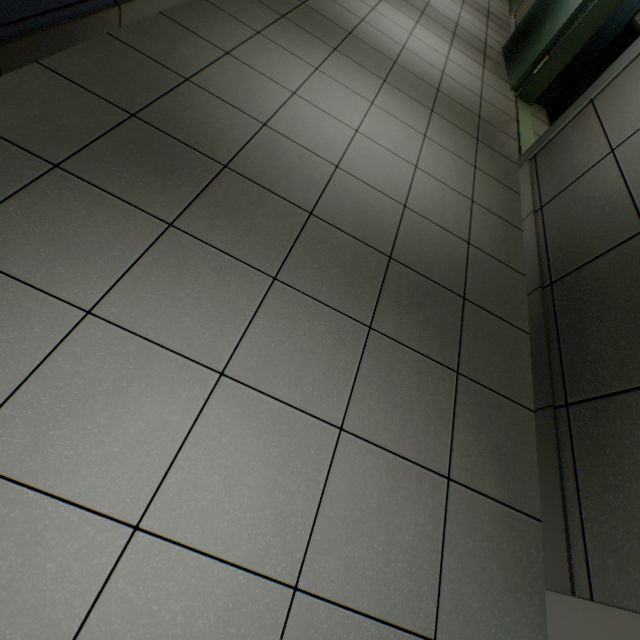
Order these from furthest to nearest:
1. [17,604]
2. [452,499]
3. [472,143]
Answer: [472,143] < [452,499] < [17,604]

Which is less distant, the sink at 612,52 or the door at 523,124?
the door at 523,124

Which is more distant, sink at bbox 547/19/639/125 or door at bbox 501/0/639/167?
sink at bbox 547/19/639/125
